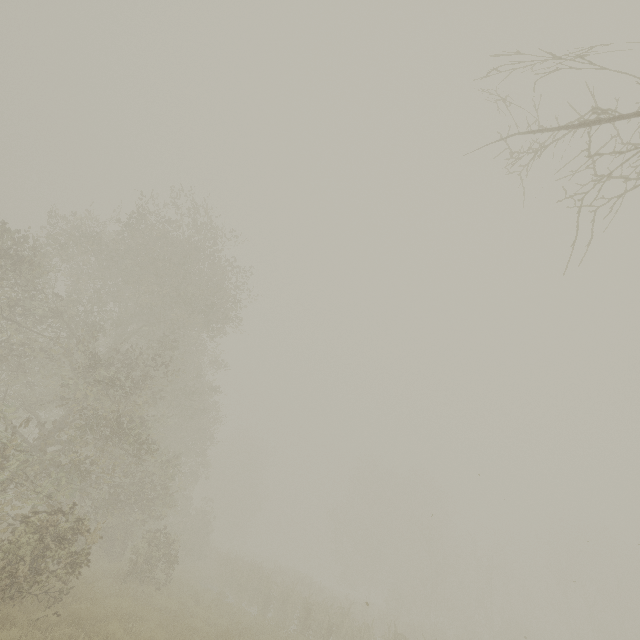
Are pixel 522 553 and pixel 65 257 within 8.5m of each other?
no
